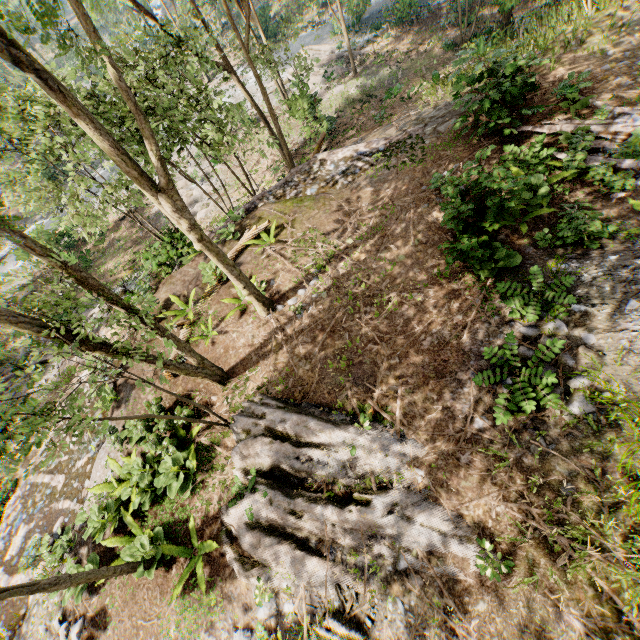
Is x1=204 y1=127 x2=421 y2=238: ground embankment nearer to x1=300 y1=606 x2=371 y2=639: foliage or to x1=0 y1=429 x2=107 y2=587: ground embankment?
x1=300 y1=606 x2=371 y2=639: foliage

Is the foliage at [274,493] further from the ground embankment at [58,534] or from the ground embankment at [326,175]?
the ground embankment at [326,175]

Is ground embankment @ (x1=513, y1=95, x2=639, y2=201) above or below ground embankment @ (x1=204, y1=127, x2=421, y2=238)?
above

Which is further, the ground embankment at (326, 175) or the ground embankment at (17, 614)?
the ground embankment at (326, 175)

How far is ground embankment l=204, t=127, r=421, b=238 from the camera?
13.4m

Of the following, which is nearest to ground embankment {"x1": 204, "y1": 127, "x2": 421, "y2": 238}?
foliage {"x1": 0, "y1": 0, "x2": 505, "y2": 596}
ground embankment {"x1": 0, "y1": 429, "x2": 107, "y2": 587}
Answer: foliage {"x1": 0, "y1": 0, "x2": 505, "y2": 596}

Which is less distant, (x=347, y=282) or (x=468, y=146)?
(x=347, y=282)

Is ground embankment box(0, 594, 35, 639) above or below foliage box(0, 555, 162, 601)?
below
